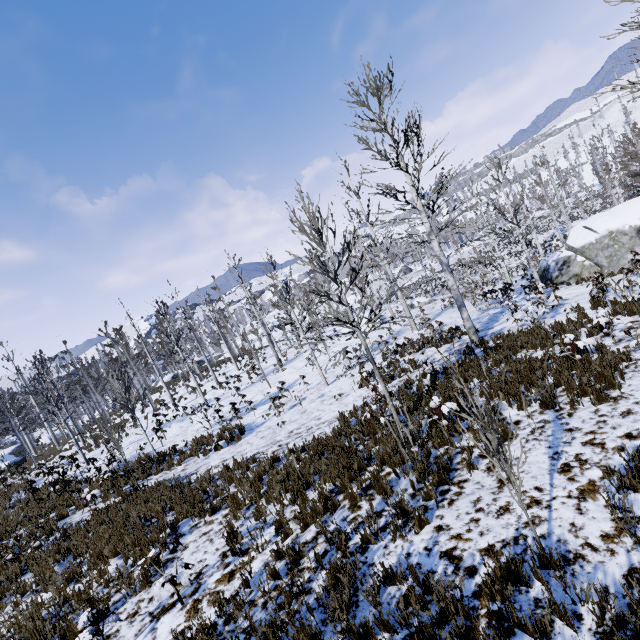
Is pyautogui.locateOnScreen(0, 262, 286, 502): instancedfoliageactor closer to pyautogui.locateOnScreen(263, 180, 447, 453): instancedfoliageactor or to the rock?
pyautogui.locateOnScreen(263, 180, 447, 453): instancedfoliageactor

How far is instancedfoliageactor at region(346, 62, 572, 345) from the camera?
11.6 meters

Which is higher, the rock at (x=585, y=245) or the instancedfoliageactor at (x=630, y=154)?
the instancedfoliageactor at (x=630, y=154)

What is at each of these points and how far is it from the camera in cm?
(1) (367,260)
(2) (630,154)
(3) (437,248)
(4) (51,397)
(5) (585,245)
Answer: (1) instancedfoliageactor, 3002
(2) instancedfoliageactor, 2675
(3) instancedfoliageactor, 1276
(4) instancedfoliageactor, 1666
(5) rock, 1856

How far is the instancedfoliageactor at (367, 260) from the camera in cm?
730

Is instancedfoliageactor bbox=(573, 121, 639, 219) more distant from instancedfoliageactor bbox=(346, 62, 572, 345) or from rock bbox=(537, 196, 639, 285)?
rock bbox=(537, 196, 639, 285)

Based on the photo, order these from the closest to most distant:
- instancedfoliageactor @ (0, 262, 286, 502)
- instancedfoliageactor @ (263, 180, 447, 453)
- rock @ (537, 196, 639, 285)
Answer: instancedfoliageactor @ (263, 180, 447, 453)
instancedfoliageactor @ (0, 262, 286, 502)
rock @ (537, 196, 639, 285)
